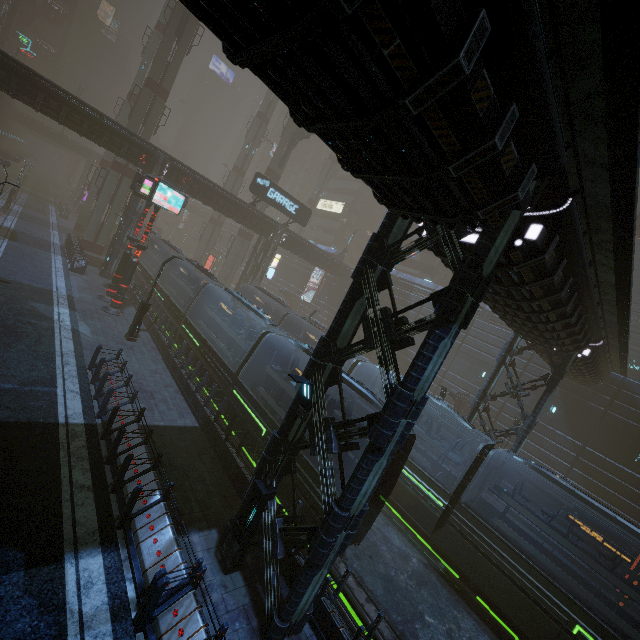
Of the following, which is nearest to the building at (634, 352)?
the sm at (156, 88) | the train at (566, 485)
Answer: the sm at (156, 88)

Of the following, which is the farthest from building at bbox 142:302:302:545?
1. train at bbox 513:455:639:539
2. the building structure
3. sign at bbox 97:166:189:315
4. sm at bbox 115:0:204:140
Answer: train at bbox 513:455:639:539

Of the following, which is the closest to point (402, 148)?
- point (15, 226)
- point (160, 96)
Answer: point (160, 96)

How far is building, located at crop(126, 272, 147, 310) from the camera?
24.7 meters

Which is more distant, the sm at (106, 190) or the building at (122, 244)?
the sm at (106, 190)

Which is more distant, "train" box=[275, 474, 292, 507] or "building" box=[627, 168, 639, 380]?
"building" box=[627, 168, 639, 380]

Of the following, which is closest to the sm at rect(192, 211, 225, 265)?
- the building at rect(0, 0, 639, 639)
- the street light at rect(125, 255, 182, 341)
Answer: the building at rect(0, 0, 639, 639)
